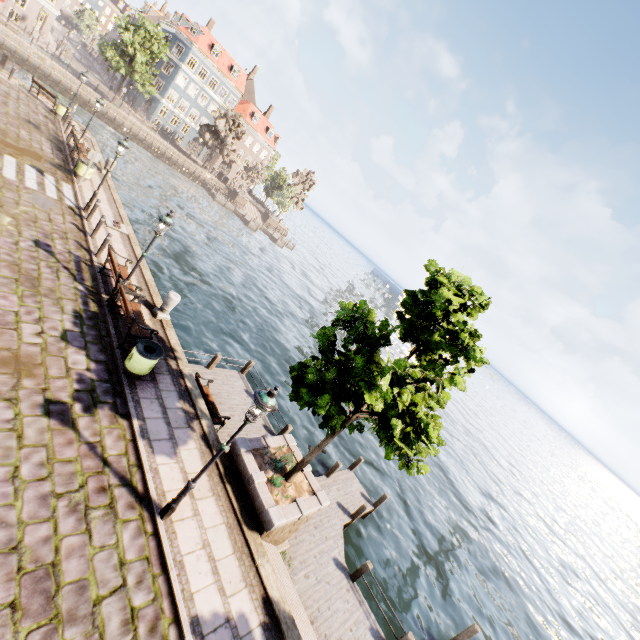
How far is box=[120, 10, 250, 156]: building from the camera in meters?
50.0 m

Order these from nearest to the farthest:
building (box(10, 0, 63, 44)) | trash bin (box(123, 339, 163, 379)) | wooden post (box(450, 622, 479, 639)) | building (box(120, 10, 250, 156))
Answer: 1. trash bin (box(123, 339, 163, 379))
2. wooden post (box(450, 622, 479, 639))
3. building (box(10, 0, 63, 44))
4. building (box(120, 10, 250, 156))

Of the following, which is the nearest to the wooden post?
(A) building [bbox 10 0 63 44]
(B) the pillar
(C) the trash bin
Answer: (C) the trash bin

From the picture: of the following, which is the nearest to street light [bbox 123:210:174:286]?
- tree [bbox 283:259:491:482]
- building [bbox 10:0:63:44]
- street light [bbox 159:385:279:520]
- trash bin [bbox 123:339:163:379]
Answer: trash bin [bbox 123:339:163:379]

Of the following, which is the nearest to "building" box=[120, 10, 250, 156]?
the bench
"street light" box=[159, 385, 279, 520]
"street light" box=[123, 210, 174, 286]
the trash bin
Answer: "street light" box=[123, 210, 174, 286]

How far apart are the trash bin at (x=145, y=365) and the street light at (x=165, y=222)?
2.5 meters

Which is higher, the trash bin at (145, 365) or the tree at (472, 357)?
the tree at (472, 357)

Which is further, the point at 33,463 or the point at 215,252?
the point at 215,252
